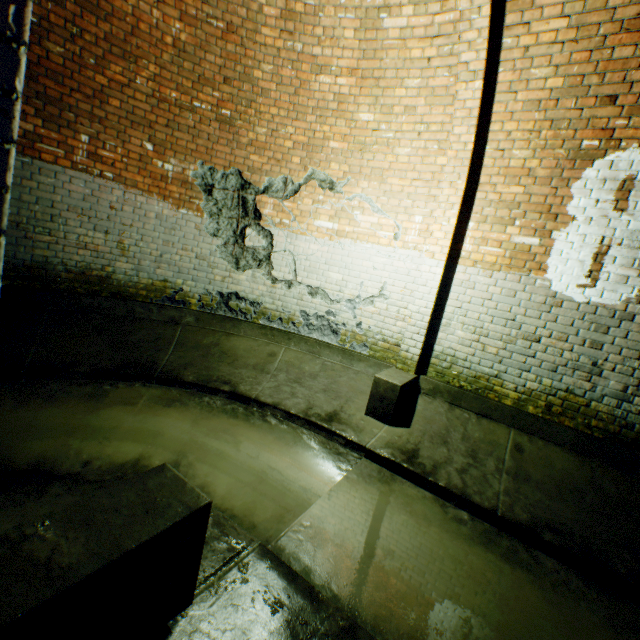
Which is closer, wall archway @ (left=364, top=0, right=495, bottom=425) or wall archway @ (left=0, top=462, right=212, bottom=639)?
wall archway @ (left=0, top=462, right=212, bottom=639)

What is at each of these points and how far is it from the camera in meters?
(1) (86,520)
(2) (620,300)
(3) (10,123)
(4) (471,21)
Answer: (1) wall archway, 1.2 m
(2) building tunnel, 3.4 m
(3) wall archway, 0.6 m
(4) wall archway, 3.0 m

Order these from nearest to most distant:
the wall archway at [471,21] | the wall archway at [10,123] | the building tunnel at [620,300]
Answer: the wall archway at [10,123] → the building tunnel at [620,300] → the wall archway at [471,21]

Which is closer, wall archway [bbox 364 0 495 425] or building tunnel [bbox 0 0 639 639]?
building tunnel [bbox 0 0 639 639]

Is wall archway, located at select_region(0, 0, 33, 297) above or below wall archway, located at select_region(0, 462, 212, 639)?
above

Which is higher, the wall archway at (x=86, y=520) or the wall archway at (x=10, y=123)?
the wall archway at (x=10, y=123)

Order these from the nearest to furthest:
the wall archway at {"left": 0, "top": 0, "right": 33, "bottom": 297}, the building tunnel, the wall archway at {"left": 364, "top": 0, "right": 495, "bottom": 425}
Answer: the wall archway at {"left": 0, "top": 0, "right": 33, "bottom": 297} → the building tunnel → the wall archway at {"left": 364, "top": 0, "right": 495, "bottom": 425}
